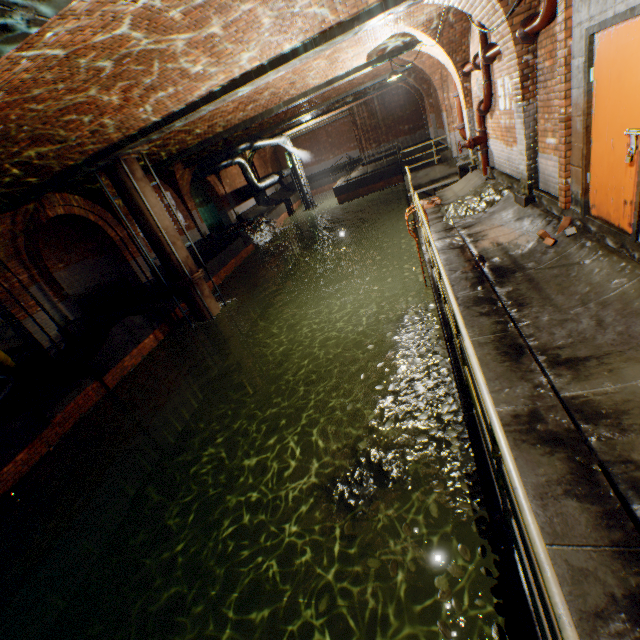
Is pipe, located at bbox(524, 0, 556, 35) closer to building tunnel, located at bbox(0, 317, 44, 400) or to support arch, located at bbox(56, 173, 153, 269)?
support arch, located at bbox(56, 173, 153, 269)

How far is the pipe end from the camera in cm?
493

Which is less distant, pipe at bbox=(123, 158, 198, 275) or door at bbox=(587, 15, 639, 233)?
door at bbox=(587, 15, 639, 233)

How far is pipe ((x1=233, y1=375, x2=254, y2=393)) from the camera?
13.5m

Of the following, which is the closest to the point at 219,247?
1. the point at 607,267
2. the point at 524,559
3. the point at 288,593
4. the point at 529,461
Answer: the point at 288,593

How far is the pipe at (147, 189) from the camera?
10.00m

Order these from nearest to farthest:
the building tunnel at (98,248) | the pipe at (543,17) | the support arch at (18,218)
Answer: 1. the pipe at (543,17)
2. the support arch at (18,218)
3. the building tunnel at (98,248)

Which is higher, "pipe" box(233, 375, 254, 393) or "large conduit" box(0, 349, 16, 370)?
"large conduit" box(0, 349, 16, 370)
